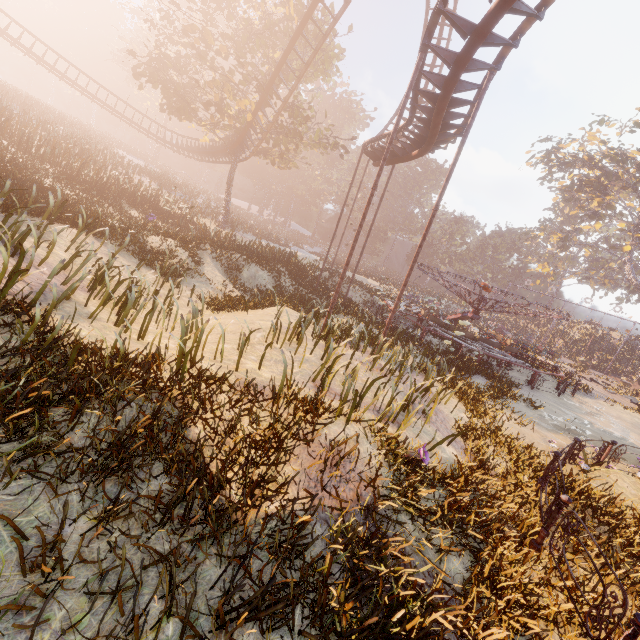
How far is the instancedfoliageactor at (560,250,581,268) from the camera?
56.6 meters

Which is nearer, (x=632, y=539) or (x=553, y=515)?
(x=553, y=515)

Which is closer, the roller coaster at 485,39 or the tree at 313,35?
the roller coaster at 485,39

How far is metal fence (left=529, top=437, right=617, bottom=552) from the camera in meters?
5.4

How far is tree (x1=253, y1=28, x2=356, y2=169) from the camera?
23.9 meters

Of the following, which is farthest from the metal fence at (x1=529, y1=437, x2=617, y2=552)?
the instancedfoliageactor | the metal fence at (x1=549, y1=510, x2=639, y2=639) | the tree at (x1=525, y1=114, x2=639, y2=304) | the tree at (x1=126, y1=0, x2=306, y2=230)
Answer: the instancedfoliageactor

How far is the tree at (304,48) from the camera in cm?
2376
